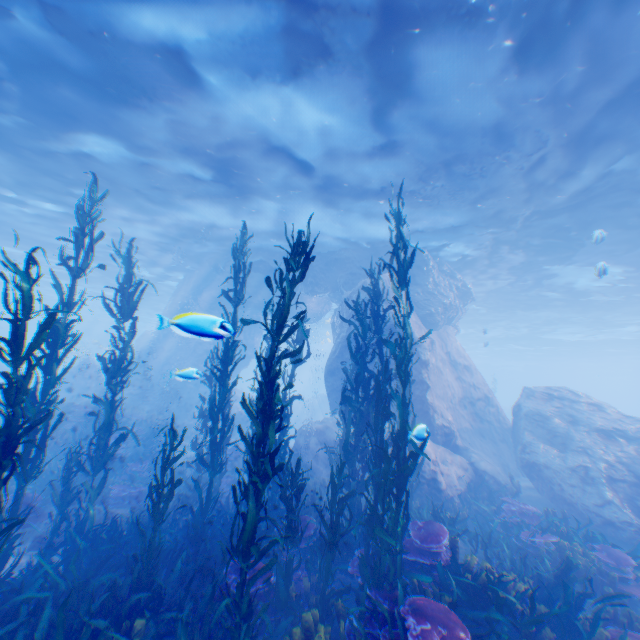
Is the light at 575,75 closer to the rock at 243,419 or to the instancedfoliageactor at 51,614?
the rock at 243,419

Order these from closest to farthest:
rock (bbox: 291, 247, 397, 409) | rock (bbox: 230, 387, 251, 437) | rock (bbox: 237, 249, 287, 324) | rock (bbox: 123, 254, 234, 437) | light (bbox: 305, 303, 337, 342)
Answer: rock (bbox: 123, 254, 234, 437)
rock (bbox: 291, 247, 397, 409)
rock (bbox: 237, 249, 287, 324)
rock (bbox: 230, 387, 251, 437)
light (bbox: 305, 303, 337, 342)

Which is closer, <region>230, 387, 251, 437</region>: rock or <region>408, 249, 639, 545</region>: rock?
<region>408, 249, 639, 545</region>: rock

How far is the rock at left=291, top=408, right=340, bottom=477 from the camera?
12.8m

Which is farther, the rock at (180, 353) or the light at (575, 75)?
the light at (575, 75)

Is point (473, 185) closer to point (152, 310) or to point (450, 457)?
point (450, 457)

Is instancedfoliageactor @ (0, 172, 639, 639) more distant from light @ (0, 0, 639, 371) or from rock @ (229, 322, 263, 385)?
light @ (0, 0, 639, 371)
